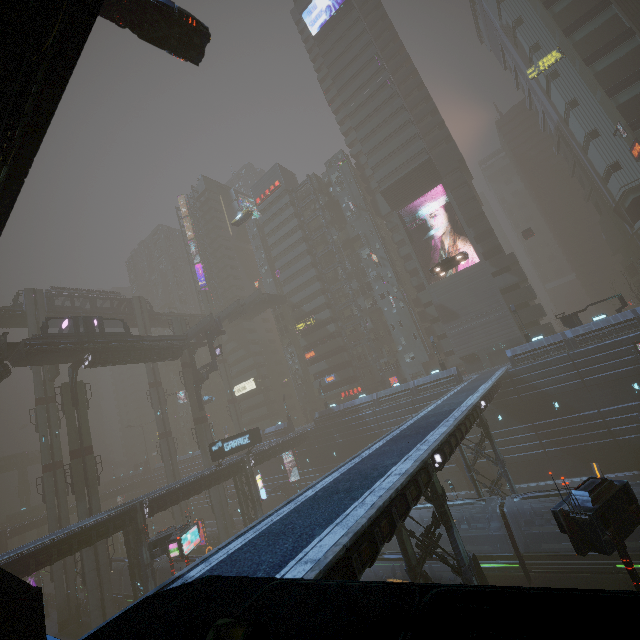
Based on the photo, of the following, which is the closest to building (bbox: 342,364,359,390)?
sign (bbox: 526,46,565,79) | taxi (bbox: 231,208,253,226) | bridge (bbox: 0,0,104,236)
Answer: sign (bbox: 526,46,565,79)

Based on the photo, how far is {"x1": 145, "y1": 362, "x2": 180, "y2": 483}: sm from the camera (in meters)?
53.75

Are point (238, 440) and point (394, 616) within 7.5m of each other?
no

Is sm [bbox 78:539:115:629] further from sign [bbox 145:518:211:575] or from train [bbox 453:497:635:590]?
train [bbox 453:497:635:590]

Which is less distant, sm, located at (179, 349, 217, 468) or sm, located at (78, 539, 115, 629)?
sm, located at (78, 539, 115, 629)

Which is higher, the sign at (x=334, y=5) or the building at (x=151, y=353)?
the sign at (x=334, y=5)

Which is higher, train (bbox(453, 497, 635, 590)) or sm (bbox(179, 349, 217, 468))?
sm (bbox(179, 349, 217, 468))

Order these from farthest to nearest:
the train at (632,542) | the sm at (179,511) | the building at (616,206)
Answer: the sm at (179,511), the building at (616,206), the train at (632,542)
